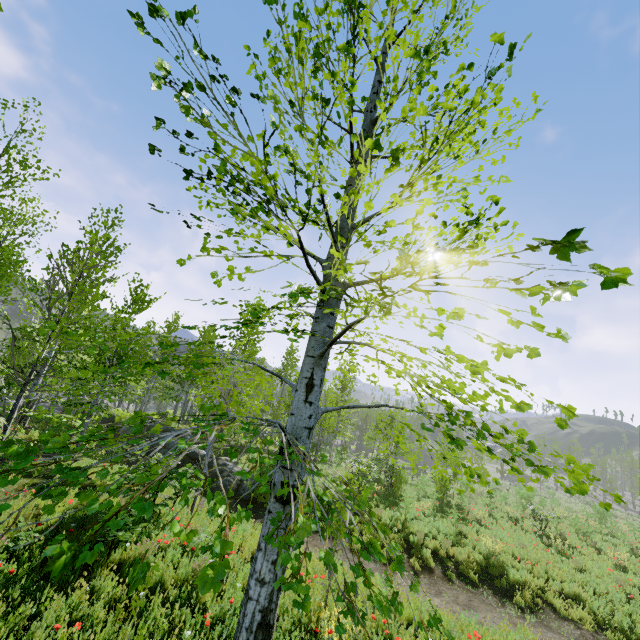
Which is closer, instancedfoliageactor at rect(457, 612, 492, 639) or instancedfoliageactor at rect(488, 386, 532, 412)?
instancedfoliageactor at rect(488, 386, 532, 412)

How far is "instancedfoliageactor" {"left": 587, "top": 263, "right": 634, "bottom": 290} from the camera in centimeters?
84cm

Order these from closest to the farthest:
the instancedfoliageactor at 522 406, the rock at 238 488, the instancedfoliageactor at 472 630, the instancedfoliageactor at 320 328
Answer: the instancedfoliageactor at 320 328
the instancedfoliageactor at 522 406
the instancedfoliageactor at 472 630
the rock at 238 488

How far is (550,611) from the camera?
9.92m

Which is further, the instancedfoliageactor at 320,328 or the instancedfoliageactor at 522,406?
the instancedfoliageactor at 522,406

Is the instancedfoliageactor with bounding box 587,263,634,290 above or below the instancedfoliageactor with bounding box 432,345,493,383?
above

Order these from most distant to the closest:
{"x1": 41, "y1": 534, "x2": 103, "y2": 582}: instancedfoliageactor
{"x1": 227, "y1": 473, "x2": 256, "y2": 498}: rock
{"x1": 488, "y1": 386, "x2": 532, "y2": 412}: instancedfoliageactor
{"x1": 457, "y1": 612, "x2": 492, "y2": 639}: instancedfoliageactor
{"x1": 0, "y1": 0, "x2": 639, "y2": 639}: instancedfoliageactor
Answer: {"x1": 227, "y1": 473, "x2": 256, "y2": 498}: rock < {"x1": 457, "y1": 612, "x2": 492, "y2": 639}: instancedfoliageactor < {"x1": 488, "y1": 386, "x2": 532, "y2": 412}: instancedfoliageactor < {"x1": 0, "y1": 0, "x2": 639, "y2": 639}: instancedfoliageactor < {"x1": 41, "y1": 534, "x2": 103, "y2": 582}: instancedfoliageactor
